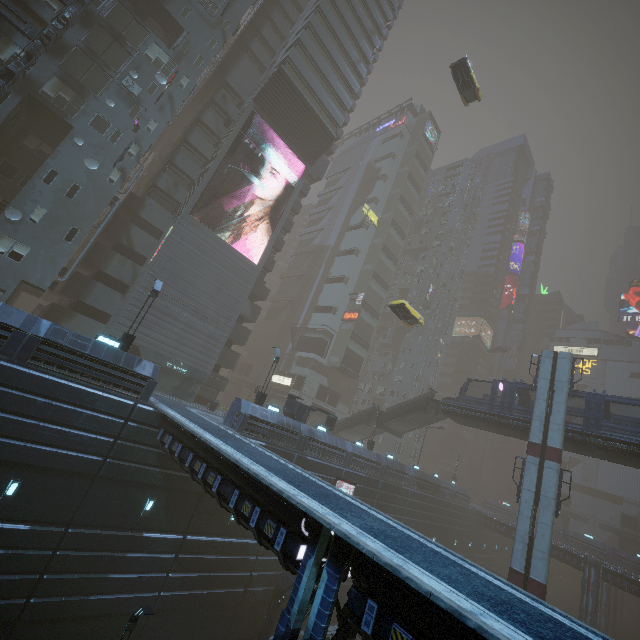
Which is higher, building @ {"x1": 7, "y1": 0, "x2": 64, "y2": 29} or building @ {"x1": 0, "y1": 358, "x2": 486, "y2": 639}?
building @ {"x1": 7, "y1": 0, "x2": 64, "y2": 29}

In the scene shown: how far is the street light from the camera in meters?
18.6 m

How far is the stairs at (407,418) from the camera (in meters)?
35.03

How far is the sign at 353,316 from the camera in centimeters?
5331cm

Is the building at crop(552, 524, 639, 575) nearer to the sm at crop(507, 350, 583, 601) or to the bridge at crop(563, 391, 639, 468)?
the sm at crop(507, 350, 583, 601)

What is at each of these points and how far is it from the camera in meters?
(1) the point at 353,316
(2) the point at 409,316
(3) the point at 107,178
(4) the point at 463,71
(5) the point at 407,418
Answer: (1) sign, 54.0 m
(2) taxi, 29.3 m
(3) building, 26.3 m
(4) taxi, 30.1 m
(5) stairs, 36.3 m

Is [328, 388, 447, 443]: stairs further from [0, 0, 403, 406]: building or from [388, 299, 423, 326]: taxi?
[388, 299, 423, 326]: taxi

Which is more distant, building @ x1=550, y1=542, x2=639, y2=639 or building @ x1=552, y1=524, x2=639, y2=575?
building @ x1=552, y1=524, x2=639, y2=575
